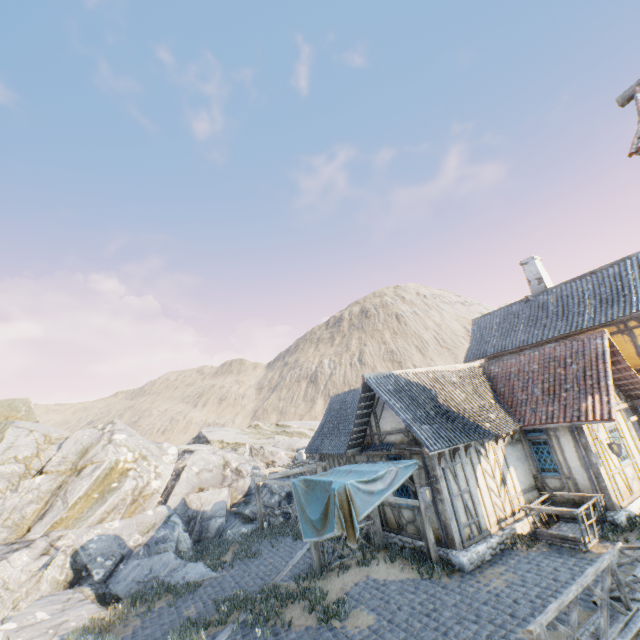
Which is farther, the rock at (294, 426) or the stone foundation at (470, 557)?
the rock at (294, 426)

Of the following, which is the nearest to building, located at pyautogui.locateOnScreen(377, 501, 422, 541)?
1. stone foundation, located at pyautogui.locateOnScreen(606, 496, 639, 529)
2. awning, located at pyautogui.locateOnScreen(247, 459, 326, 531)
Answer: stone foundation, located at pyautogui.locateOnScreen(606, 496, 639, 529)

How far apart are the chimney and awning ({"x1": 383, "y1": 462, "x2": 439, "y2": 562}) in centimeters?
1444cm

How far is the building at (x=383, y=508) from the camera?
11.4 meters

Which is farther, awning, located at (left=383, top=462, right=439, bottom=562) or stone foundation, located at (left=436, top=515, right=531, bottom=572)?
awning, located at (left=383, top=462, right=439, bottom=562)

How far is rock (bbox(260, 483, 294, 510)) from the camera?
19.1 meters

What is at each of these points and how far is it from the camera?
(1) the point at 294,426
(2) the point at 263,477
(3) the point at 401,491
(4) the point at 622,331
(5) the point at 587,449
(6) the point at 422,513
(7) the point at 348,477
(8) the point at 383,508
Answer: (1) rock, 35.7 meters
(2) awning, 15.1 meters
(3) building, 12.1 meters
(4) building, 14.6 meters
(5) building, 11.4 meters
(6) awning, 10.5 meters
(7) fabric, 10.8 meters
(8) building, 12.9 meters

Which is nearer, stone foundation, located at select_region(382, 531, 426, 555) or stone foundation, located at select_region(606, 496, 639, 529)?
stone foundation, located at select_region(606, 496, 639, 529)
